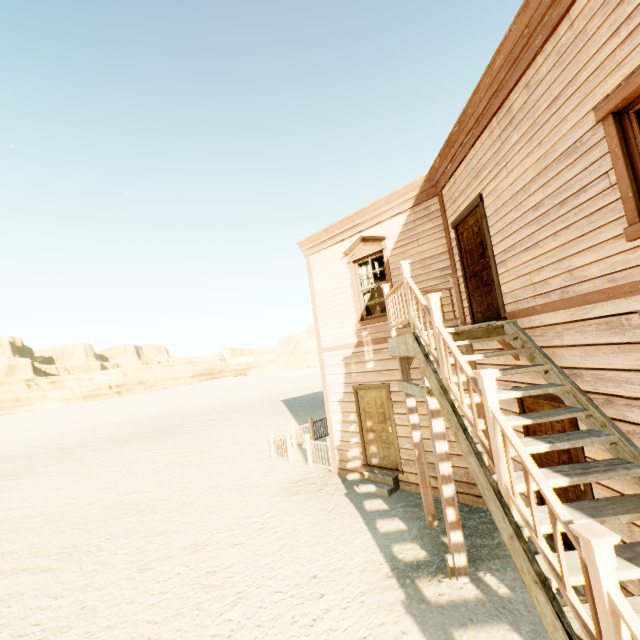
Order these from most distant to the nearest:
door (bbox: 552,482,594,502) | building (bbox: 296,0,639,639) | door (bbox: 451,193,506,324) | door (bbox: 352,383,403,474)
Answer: door (bbox: 352,383,403,474), door (bbox: 451,193,506,324), door (bbox: 552,482,594,502), building (bbox: 296,0,639,639)

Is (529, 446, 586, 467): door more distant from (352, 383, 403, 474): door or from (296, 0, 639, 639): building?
(352, 383, 403, 474): door

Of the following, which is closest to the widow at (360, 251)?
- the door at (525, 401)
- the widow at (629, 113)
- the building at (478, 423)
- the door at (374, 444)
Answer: the building at (478, 423)

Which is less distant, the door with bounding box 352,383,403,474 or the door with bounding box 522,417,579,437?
the door with bounding box 522,417,579,437

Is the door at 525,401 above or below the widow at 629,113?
below

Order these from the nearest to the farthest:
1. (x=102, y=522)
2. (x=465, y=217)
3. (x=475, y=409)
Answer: (x=475, y=409) < (x=465, y=217) < (x=102, y=522)

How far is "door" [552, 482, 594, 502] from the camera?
3.86m

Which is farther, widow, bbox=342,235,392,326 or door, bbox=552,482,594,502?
widow, bbox=342,235,392,326
